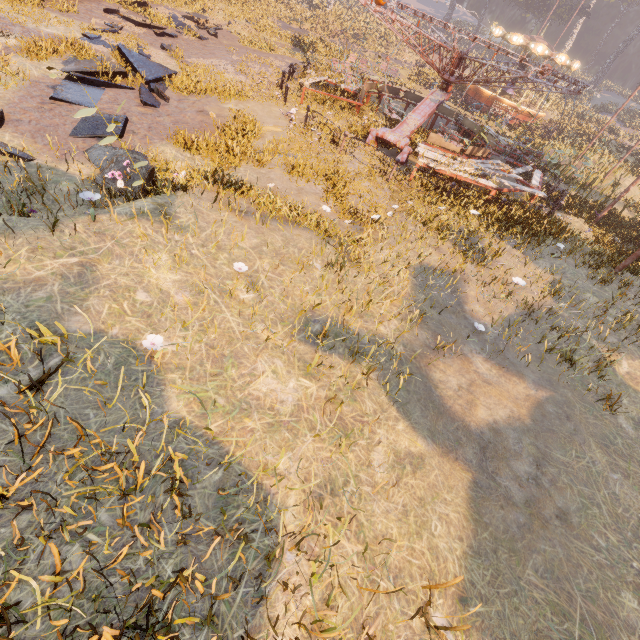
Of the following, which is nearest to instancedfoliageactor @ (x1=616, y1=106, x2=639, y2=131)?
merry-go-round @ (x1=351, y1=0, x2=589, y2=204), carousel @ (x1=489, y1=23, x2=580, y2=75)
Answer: carousel @ (x1=489, y1=23, x2=580, y2=75)

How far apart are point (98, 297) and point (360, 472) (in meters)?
3.74

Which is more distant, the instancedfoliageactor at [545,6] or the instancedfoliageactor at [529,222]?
the instancedfoliageactor at [545,6]

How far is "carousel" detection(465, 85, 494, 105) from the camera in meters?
27.4 m

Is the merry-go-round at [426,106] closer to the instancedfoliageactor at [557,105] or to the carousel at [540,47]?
the carousel at [540,47]

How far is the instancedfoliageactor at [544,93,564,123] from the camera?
Answer: 32.1m

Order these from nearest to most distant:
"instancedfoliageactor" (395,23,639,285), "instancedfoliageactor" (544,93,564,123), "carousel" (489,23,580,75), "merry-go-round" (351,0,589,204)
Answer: "instancedfoliageactor" (395,23,639,285)
"merry-go-round" (351,0,589,204)
"carousel" (489,23,580,75)
"instancedfoliageactor" (544,93,564,123)
